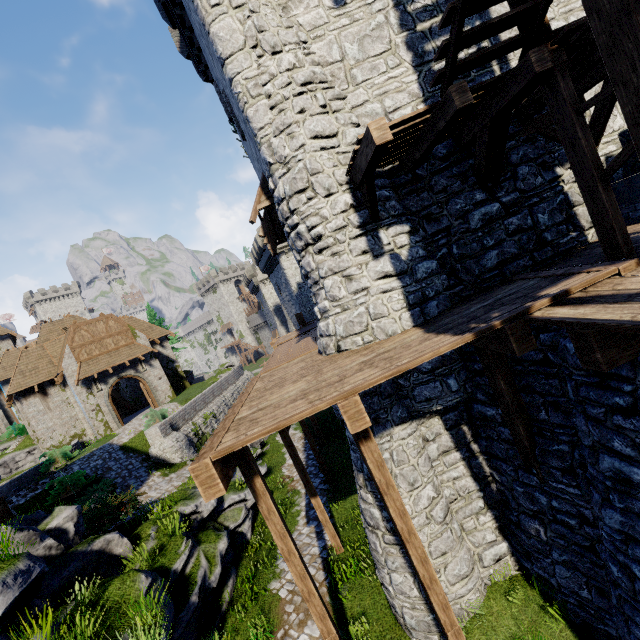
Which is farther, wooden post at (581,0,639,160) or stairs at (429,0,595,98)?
stairs at (429,0,595,98)

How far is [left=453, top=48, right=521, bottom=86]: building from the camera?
7.28m

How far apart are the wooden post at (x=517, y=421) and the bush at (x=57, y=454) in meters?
24.9 m

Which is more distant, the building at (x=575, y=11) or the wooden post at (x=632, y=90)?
the building at (x=575, y=11)

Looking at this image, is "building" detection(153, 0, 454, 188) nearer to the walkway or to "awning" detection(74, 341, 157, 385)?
the walkway

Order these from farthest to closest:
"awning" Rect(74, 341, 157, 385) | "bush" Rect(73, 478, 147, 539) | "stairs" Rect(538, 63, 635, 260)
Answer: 1. "awning" Rect(74, 341, 157, 385)
2. "bush" Rect(73, 478, 147, 539)
3. "stairs" Rect(538, 63, 635, 260)

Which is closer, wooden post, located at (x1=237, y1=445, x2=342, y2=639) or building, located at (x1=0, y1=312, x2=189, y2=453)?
wooden post, located at (x1=237, y1=445, x2=342, y2=639)

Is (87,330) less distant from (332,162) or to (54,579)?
(54,579)
